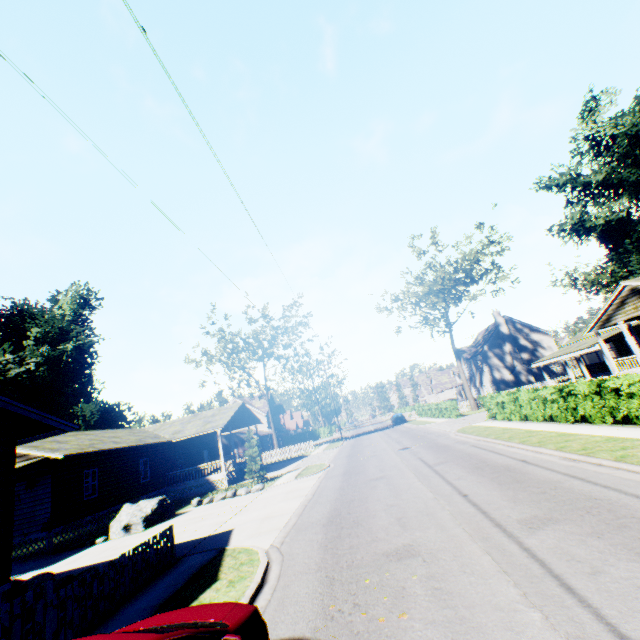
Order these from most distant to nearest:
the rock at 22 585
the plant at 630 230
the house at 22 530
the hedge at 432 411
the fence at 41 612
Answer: the plant at 630 230 → the hedge at 432 411 → the rock at 22 585 → the house at 22 530 → the fence at 41 612

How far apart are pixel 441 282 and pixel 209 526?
31.2m

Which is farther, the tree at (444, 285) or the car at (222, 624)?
the tree at (444, 285)

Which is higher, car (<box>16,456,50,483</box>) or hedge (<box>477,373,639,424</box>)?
car (<box>16,456,50,483</box>)

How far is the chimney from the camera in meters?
44.4

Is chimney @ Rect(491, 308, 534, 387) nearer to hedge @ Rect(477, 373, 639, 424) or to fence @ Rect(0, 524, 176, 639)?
hedge @ Rect(477, 373, 639, 424)

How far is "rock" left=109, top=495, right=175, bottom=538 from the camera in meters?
15.9

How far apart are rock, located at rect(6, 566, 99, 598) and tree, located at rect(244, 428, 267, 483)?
12.10m
